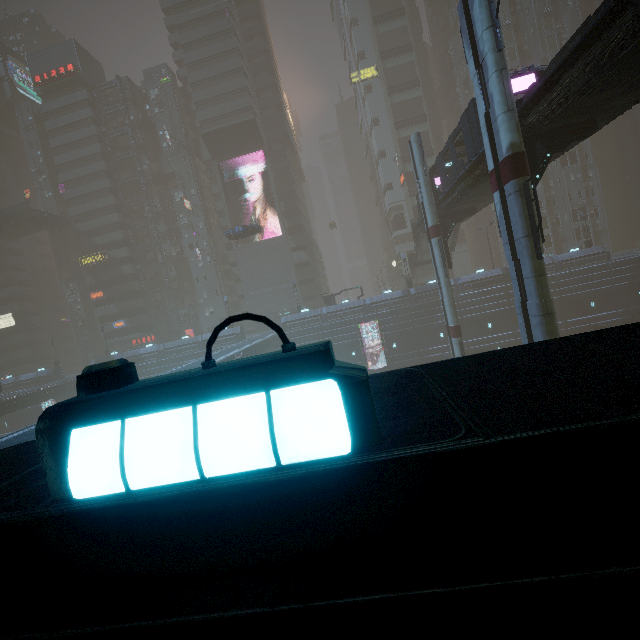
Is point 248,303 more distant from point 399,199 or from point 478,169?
point 478,169

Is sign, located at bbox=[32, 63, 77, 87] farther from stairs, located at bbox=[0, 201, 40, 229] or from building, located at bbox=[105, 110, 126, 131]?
stairs, located at bbox=[0, 201, 40, 229]

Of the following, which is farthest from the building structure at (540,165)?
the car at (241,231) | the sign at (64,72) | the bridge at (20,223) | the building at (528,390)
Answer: the sign at (64,72)

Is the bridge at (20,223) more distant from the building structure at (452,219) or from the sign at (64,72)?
the building structure at (452,219)

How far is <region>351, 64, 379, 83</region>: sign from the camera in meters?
58.3

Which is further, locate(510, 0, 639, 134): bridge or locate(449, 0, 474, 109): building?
locate(449, 0, 474, 109): building

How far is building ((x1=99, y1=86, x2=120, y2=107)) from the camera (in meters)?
56.59

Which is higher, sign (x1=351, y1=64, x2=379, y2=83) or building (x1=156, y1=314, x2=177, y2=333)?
sign (x1=351, y1=64, x2=379, y2=83)
